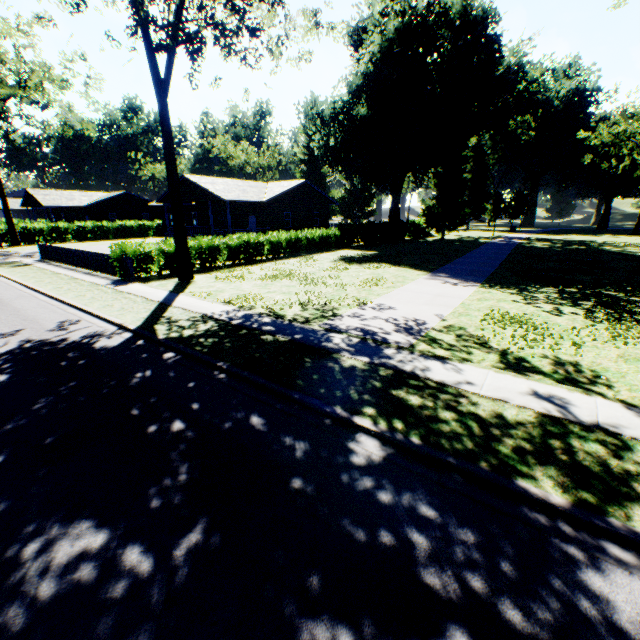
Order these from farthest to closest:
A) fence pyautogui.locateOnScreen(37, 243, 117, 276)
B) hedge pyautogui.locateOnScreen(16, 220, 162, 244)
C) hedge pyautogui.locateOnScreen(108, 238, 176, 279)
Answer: hedge pyautogui.locateOnScreen(16, 220, 162, 244) < fence pyautogui.locateOnScreen(37, 243, 117, 276) < hedge pyautogui.locateOnScreen(108, 238, 176, 279)

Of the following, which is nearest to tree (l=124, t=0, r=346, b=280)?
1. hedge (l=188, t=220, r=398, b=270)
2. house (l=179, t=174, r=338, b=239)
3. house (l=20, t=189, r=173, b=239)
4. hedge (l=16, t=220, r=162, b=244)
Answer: hedge (l=188, t=220, r=398, b=270)

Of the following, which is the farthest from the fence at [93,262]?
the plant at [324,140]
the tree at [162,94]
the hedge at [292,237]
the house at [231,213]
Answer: the plant at [324,140]

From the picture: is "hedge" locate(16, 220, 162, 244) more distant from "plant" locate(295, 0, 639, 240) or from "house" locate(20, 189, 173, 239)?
"plant" locate(295, 0, 639, 240)

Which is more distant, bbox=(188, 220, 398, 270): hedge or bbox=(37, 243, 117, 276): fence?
bbox=(188, 220, 398, 270): hedge

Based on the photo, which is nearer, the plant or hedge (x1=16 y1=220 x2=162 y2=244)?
the plant

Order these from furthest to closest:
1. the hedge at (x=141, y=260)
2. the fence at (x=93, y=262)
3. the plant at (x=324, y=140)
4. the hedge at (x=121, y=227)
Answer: the hedge at (x=121, y=227) < the plant at (x=324, y=140) < the fence at (x=93, y=262) < the hedge at (x=141, y=260)

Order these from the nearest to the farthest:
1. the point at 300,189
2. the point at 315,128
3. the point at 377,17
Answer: the point at 377,17, the point at 315,128, the point at 300,189
